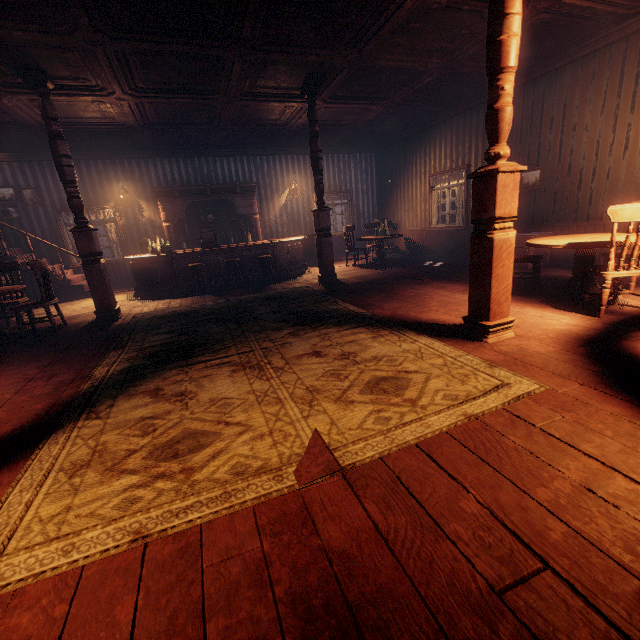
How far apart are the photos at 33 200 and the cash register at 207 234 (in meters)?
4.83

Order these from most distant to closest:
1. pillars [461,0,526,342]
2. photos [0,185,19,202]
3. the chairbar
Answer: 1. photos [0,185,19,202]
2. the chairbar
3. pillars [461,0,526,342]

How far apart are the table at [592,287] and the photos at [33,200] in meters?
12.4 m

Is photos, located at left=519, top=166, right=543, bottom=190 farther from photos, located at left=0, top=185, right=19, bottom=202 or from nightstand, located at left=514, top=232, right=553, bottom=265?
photos, located at left=0, top=185, right=19, bottom=202

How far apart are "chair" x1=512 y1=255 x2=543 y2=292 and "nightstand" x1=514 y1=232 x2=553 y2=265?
1.7m

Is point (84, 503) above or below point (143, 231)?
below

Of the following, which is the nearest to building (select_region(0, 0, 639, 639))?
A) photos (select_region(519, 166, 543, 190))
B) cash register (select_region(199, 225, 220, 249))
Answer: photos (select_region(519, 166, 543, 190))

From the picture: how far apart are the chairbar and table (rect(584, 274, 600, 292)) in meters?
5.7 m
